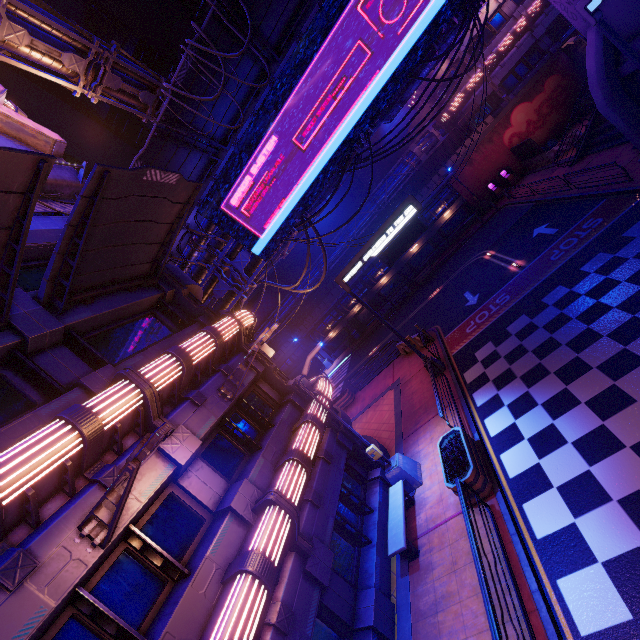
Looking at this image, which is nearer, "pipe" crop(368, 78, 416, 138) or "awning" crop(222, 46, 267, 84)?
"awning" crop(222, 46, 267, 84)

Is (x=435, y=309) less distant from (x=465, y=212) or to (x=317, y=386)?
(x=317, y=386)

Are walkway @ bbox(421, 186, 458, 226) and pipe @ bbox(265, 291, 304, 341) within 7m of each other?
yes

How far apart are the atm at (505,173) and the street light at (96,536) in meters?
38.1 m

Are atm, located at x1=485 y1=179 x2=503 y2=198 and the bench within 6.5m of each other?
no

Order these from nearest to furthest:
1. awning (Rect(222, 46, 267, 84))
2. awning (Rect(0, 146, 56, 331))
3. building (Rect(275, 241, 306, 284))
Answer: awning (Rect(0, 146, 56, 331))
awning (Rect(222, 46, 267, 84))
building (Rect(275, 241, 306, 284))

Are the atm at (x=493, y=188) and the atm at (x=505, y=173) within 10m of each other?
yes

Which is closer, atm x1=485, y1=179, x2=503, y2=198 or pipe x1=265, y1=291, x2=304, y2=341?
atm x1=485, y1=179, x2=503, y2=198
